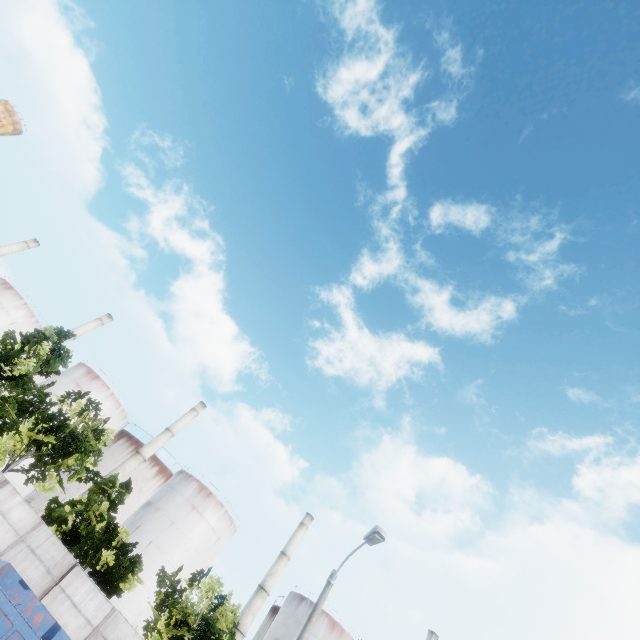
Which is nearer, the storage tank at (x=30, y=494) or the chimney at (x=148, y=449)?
the storage tank at (x=30, y=494)

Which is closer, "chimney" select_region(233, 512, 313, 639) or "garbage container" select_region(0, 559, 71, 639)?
"garbage container" select_region(0, 559, 71, 639)

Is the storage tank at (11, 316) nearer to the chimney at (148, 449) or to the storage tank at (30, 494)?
the storage tank at (30, 494)

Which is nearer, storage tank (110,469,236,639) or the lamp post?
the lamp post

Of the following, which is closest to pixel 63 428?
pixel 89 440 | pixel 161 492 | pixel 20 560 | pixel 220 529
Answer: pixel 89 440

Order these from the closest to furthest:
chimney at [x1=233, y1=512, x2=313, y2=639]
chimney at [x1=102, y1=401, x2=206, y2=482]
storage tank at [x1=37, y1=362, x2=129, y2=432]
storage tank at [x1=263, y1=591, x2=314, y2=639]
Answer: chimney at [x1=233, y1=512, x2=313, y2=639] < storage tank at [x1=263, y1=591, x2=314, y2=639] < chimney at [x1=102, y1=401, x2=206, y2=482] < storage tank at [x1=37, y1=362, x2=129, y2=432]

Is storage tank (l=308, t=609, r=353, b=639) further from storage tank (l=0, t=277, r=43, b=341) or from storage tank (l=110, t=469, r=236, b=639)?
storage tank (l=0, t=277, r=43, b=341)

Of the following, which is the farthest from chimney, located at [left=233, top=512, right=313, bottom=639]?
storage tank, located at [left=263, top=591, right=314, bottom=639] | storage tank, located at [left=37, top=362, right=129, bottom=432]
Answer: storage tank, located at [left=37, top=362, right=129, bottom=432]
